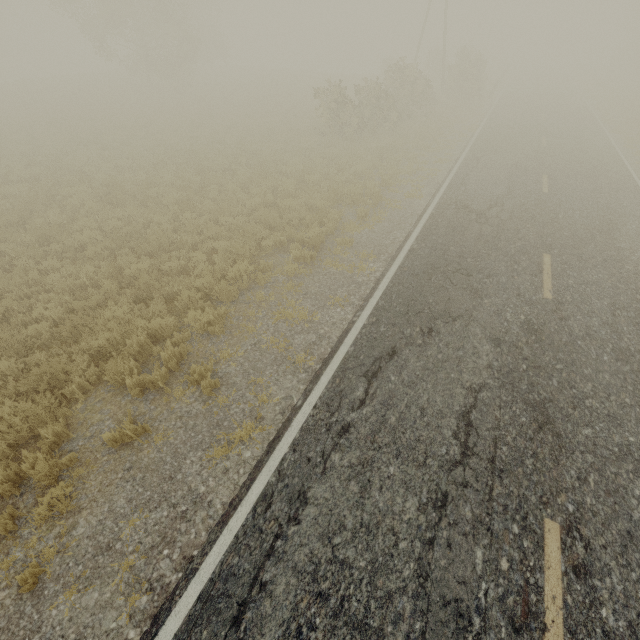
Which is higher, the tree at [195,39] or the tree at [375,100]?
the tree at [195,39]

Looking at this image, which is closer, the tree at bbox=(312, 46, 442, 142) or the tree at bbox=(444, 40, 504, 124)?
the tree at bbox=(312, 46, 442, 142)

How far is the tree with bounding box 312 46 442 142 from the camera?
17.8m

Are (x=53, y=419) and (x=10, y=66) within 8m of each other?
no

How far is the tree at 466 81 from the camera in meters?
25.8 m

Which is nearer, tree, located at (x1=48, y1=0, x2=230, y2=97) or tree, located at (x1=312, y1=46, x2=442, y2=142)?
tree, located at (x1=312, y1=46, x2=442, y2=142)

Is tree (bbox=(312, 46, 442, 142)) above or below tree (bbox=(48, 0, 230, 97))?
below
